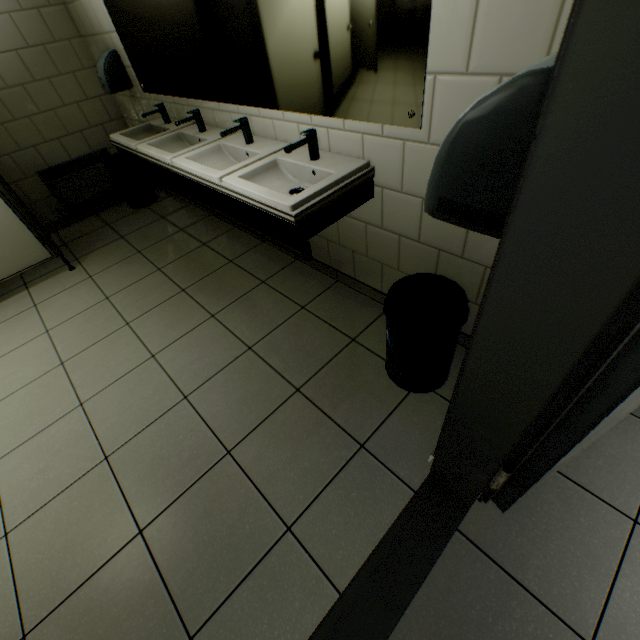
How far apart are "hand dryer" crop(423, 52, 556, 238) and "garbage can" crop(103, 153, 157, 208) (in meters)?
4.13

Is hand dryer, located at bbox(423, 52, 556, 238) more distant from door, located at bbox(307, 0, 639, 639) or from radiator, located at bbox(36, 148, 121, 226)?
radiator, located at bbox(36, 148, 121, 226)

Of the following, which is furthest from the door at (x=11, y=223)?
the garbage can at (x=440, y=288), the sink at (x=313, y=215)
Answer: the garbage can at (x=440, y=288)

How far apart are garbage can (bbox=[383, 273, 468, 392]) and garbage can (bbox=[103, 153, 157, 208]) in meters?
3.7 m

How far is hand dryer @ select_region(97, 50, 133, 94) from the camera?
3.0m

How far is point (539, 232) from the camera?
0.5 meters

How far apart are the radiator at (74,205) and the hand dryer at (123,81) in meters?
0.8

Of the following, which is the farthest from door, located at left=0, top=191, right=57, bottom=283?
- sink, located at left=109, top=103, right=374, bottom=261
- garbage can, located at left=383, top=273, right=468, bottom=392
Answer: garbage can, located at left=383, top=273, right=468, bottom=392
